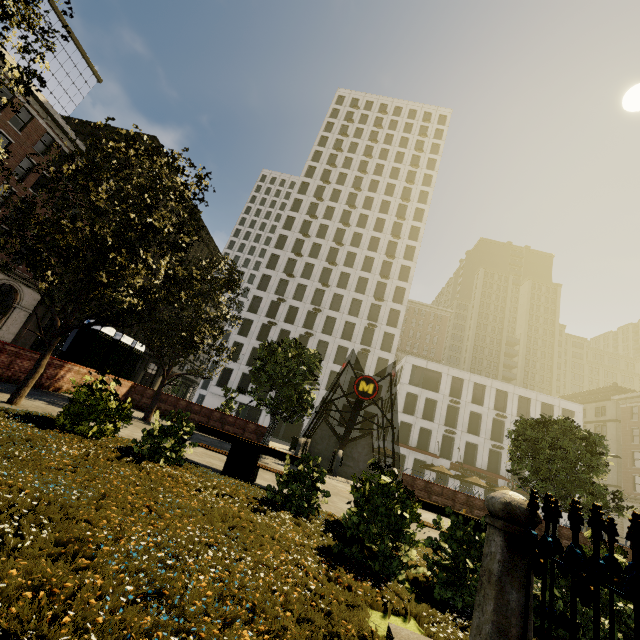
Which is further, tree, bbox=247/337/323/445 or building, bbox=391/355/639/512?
building, bbox=391/355/639/512

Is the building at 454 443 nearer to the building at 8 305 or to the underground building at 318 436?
the underground building at 318 436

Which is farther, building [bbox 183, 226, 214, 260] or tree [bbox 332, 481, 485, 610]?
building [bbox 183, 226, 214, 260]

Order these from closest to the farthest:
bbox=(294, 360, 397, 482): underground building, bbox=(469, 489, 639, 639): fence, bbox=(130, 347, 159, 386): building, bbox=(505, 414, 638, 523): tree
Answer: bbox=(469, 489, 639, 639): fence → bbox=(505, 414, 638, 523): tree → bbox=(294, 360, 397, 482): underground building → bbox=(130, 347, 159, 386): building

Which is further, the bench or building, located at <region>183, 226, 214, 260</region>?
building, located at <region>183, 226, 214, 260</region>

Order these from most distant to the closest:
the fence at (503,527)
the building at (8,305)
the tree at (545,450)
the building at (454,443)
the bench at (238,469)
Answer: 1. the building at (454,443)
2. the building at (8,305)
3. the tree at (545,450)
4. the bench at (238,469)
5. the fence at (503,527)

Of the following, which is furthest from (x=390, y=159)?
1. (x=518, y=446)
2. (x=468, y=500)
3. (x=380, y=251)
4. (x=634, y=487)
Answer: (x=634, y=487)

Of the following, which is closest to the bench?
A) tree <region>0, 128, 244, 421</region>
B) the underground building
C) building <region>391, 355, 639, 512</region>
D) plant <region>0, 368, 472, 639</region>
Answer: plant <region>0, 368, 472, 639</region>
